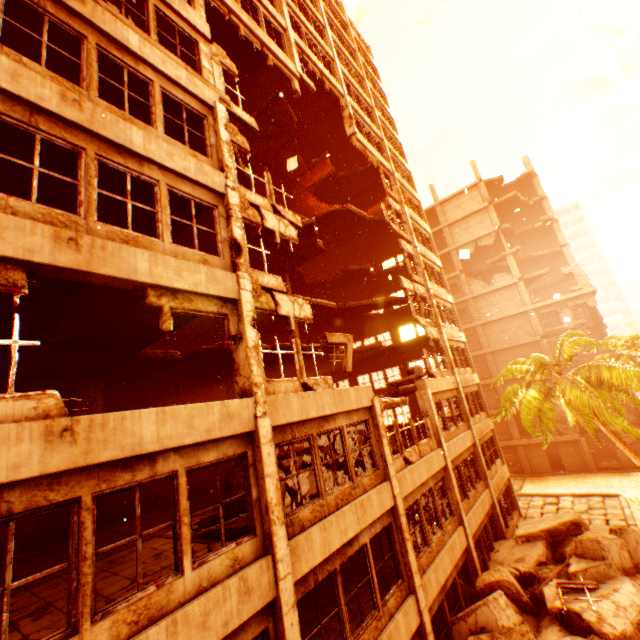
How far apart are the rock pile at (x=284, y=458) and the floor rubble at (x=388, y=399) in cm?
91

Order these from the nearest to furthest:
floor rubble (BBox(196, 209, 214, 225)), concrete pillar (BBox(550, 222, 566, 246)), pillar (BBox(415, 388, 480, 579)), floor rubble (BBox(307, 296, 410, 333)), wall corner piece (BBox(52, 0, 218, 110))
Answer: wall corner piece (BBox(52, 0, 218, 110))
pillar (BBox(415, 388, 480, 579))
floor rubble (BBox(196, 209, 214, 225))
floor rubble (BBox(307, 296, 410, 333))
concrete pillar (BBox(550, 222, 566, 246))

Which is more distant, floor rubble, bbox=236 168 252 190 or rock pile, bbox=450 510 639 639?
floor rubble, bbox=236 168 252 190

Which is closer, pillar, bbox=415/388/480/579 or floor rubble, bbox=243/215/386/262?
pillar, bbox=415/388/480/579

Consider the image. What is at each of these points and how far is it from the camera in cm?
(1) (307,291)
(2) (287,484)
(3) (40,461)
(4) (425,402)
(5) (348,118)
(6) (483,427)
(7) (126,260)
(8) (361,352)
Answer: (1) floor rubble, 2508
(2) rock pile, 1045
(3) wall corner piece, 412
(4) pillar, 1458
(5) pillar, 1917
(6) wall corner piece, 1986
(7) wall corner piece, 584
(8) floor rubble, 2061

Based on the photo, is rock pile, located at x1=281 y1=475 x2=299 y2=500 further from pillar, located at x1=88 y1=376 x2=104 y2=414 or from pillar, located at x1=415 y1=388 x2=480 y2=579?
pillar, located at x1=88 y1=376 x2=104 y2=414

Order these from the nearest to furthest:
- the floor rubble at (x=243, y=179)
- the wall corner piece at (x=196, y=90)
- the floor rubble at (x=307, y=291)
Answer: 1. the wall corner piece at (x=196, y=90)
2. the floor rubble at (x=243, y=179)
3. the floor rubble at (x=307, y=291)

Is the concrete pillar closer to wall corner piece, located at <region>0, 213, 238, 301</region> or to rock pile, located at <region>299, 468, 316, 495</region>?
rock pile, located at <region>299, 468, 316, 495</region>
